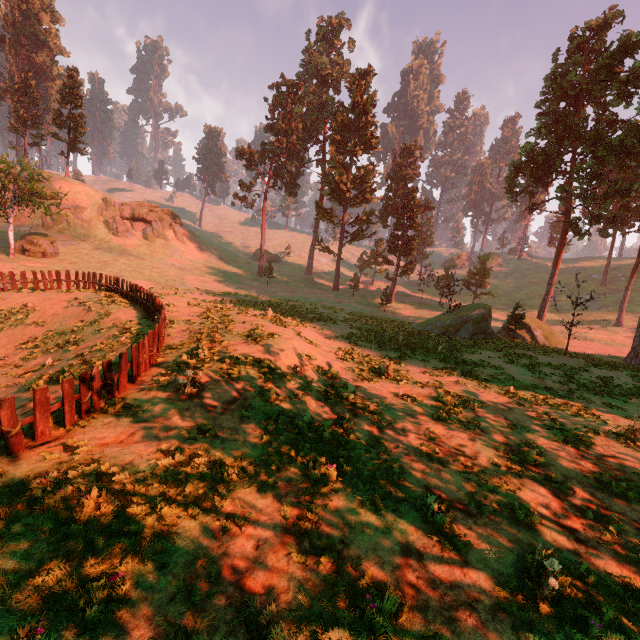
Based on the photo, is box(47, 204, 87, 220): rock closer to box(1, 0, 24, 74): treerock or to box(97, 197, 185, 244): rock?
box(97, 197, 185, 244): rock

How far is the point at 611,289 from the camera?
53.1 meters

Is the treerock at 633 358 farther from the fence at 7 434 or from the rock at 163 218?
the rock at 163 218

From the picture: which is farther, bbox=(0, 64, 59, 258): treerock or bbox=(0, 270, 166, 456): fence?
bbox=(0, 64, 59, 258): treerock

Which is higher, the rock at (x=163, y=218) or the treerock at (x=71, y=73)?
the treerock at (x=71, y=73)

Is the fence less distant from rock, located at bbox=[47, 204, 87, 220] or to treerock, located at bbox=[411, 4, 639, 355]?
treerock, located at bbox=[411, 4, 639, 355]

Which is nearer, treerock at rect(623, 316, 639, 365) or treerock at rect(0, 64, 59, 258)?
treerock at rect(623, 316, 639, 365)
